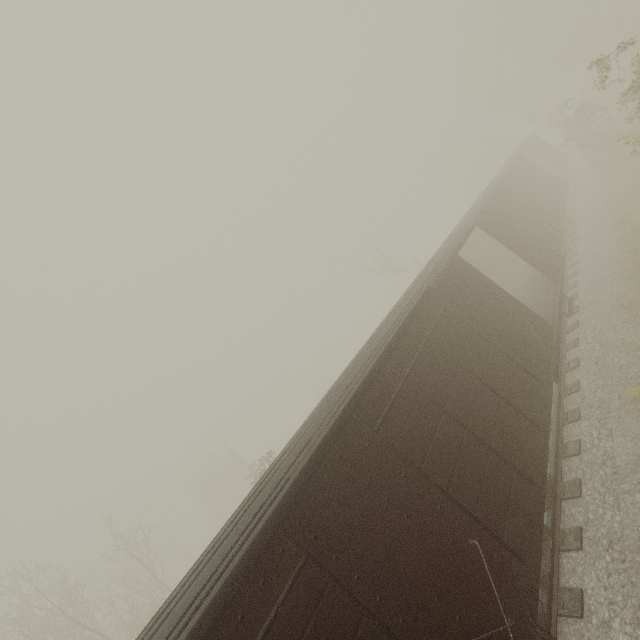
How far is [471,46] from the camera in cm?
3575
